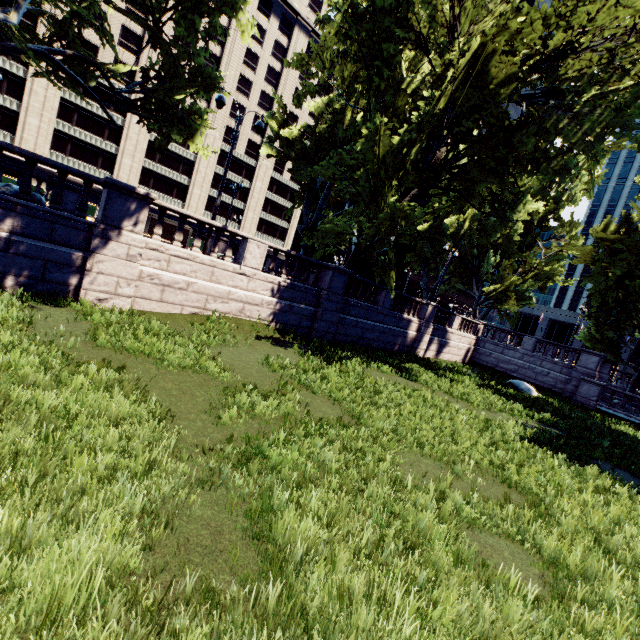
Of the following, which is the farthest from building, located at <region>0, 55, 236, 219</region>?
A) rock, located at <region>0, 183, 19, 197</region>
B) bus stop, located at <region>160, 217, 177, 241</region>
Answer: rock, located at <region>0, 183, 19, 197</region>

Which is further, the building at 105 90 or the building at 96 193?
the building at 96 193

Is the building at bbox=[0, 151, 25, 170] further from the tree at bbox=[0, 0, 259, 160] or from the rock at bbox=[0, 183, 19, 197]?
the rock at bbox=[0, 183, 19, 197]

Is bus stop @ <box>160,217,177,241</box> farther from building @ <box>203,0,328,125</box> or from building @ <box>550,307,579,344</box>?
building @ <box>550,307,579,344</box>

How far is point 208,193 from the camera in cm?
5322

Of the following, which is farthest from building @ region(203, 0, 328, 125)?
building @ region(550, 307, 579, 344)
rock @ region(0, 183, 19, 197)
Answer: building @ region(550, 307, 579, 344)

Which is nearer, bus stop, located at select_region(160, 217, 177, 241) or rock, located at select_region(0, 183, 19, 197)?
rock, located at select_region(0, 183, 19, 197)
